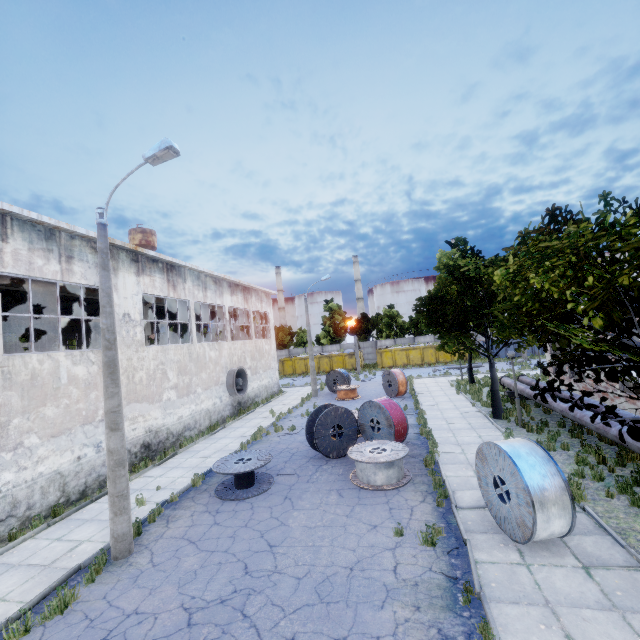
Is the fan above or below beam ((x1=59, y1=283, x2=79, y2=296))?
below

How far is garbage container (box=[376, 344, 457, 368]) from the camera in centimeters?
4130cm

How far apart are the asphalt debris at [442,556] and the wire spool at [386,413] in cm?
488

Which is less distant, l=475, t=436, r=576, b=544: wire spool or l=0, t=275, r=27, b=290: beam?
l=475, t=436, r=576, b=544: wire spool

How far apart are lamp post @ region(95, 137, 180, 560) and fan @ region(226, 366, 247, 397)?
13.3m

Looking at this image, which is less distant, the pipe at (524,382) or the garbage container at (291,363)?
the pipe at (524,382)

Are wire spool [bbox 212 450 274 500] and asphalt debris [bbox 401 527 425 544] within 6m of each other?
yes

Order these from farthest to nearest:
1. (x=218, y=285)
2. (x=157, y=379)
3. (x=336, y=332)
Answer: (x=336, y=332), (x=218, y=285), (x=157, y=379)
